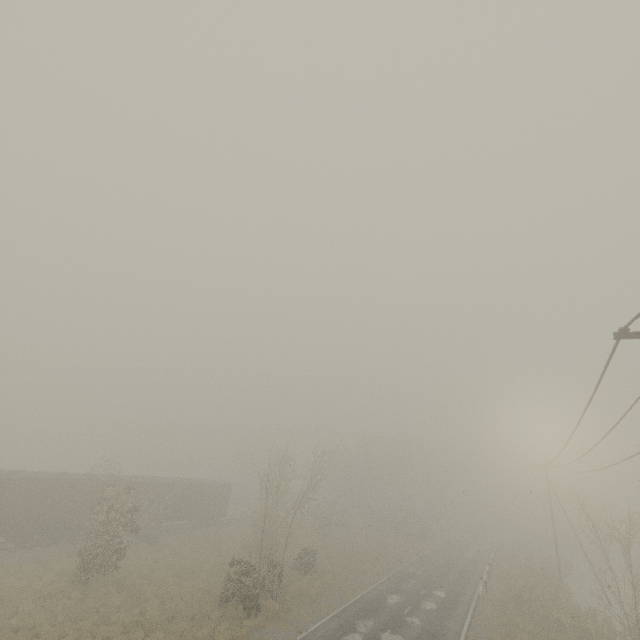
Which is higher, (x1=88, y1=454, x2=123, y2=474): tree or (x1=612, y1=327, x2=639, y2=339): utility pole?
(x1=612, y1=327, x2=639, y2=339): utility pole

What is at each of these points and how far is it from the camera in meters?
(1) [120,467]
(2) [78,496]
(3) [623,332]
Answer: (1) tree, 40.3 m
(2) boxcar, 25.9 m
(3) utility pole, 7.2 m

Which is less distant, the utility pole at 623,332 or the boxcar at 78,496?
the utility pole at 623,332

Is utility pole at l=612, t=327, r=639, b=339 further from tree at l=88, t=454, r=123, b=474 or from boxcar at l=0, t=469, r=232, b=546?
tree at l=88, t=454, r=123, b=474

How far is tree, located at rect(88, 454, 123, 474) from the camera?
39.2 meters

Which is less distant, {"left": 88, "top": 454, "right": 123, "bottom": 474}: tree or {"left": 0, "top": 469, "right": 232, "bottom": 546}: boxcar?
{"left": 0, "top": 469, "right": 232, "bottom": 546}: boxcar

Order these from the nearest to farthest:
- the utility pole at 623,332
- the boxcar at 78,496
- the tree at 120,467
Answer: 1. the utility pole at 623,332
2. the boxcar at 78,496
3. the tree at 120,467

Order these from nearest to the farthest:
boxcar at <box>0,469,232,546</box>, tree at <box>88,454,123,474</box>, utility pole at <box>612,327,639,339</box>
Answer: utility pole at <box>612,327,639,339</box>
boxcar at <box>0,469,232,546</box>
tree at <box>88,454,123,474</box>
